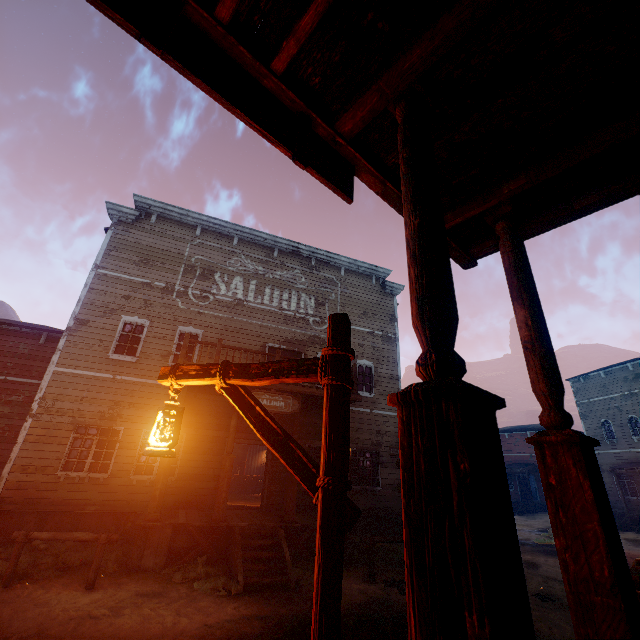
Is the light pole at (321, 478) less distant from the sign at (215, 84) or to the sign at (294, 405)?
the sign at (215, 84)

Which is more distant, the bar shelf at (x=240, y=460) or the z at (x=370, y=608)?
the bar shelf at (x=240, y=460)

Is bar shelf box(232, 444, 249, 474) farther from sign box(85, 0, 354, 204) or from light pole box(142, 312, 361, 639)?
sign box(85, 0, 354, 204)

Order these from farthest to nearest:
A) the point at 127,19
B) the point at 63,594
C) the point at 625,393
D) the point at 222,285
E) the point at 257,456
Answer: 1. the point at 625,393
2. the point at 257,456
3. the point at 222,285
4. the point at 63,594
5. the point at 127,19

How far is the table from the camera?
19.39m

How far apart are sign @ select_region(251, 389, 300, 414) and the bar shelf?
14.41m

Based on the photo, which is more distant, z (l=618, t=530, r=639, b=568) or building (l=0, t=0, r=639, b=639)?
z (l=618, t=530, r=639, b=568)

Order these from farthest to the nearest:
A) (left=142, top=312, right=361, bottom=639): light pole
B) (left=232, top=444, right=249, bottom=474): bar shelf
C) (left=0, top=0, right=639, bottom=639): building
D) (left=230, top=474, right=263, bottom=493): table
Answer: (left=232, top=444, right=249, bottom=474): bar shelf < (left=230, top=474, right=263, bottom=493): table < (left=142, top=312, right=361, bottom=639): light pole < (left=0, top=0, right=639, bottom=639): building
